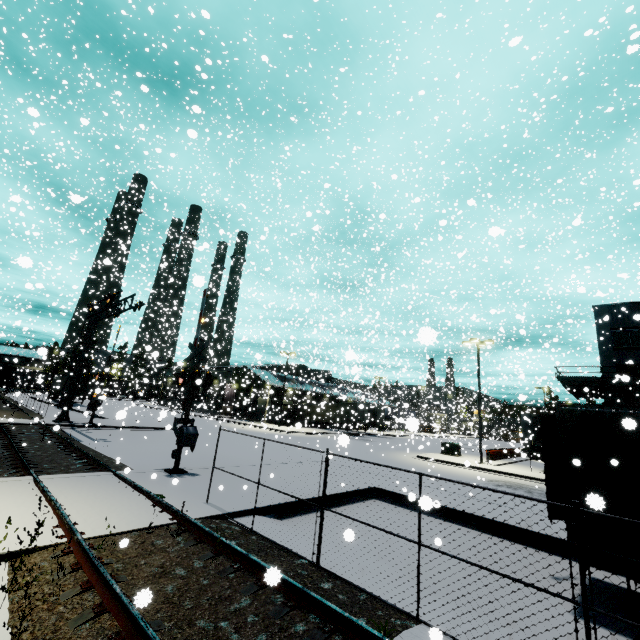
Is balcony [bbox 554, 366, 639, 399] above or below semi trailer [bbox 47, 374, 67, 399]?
above

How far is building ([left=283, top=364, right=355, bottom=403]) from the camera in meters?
35.7 m

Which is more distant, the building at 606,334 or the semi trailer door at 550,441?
the building at 606,334

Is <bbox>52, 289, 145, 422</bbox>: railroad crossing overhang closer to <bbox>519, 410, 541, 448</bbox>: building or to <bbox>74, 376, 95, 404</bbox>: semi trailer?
<bbox>519, 410, 541, 448</bbox>: building

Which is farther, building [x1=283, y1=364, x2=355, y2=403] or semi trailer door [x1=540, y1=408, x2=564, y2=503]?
building [x1=283, y1=364, x2=355, y2=403]

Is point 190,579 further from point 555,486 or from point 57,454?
point 57,454

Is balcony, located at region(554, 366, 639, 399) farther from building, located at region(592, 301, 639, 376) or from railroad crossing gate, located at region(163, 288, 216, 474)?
railroad crossing gate, located at region(163, 288, 216, 474)
